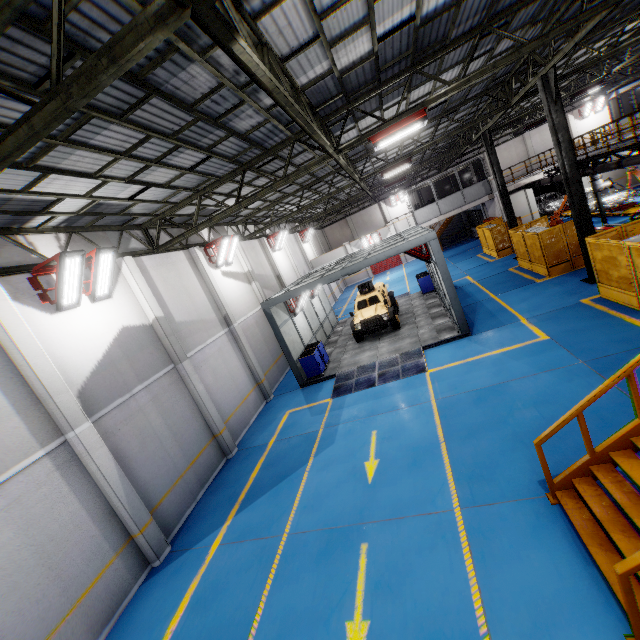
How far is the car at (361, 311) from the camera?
16.5m

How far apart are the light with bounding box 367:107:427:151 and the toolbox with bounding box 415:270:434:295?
12.0m

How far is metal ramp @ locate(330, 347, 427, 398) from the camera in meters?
12.4

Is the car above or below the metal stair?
above

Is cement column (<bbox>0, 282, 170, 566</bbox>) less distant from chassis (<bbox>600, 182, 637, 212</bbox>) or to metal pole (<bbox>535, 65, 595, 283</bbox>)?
metal pole (<bbox>535, 65, 595, 283</bbox>)

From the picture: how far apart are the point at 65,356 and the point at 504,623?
10.22m

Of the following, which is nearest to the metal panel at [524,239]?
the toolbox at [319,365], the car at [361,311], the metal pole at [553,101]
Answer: the metal pole at [553,101]

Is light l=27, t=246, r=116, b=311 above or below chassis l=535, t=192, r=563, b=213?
above
